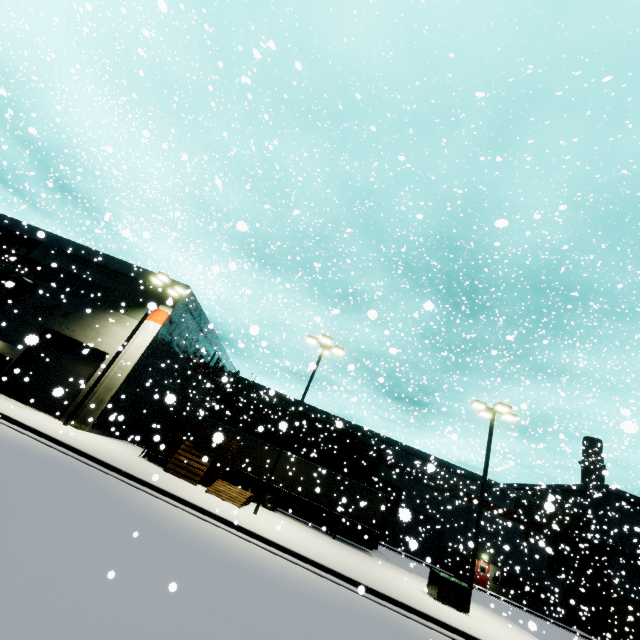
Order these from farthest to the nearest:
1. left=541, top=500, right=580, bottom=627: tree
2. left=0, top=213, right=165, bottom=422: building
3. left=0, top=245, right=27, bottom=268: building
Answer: left=541, top=500, right=580, bottom=627: tree, left=0, top=245, right=27, bottom=268: building, left=0, top=213, right=165, bottom=422: building

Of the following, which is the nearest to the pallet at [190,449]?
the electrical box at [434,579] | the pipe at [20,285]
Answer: the electrical box at [434,579]

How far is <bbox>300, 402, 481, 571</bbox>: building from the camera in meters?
35.3

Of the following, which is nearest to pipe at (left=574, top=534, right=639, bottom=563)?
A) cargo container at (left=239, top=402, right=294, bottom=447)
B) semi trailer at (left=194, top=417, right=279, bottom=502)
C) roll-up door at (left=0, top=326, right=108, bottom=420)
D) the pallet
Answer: semi trailer at (left=194, top=417, right=279, bottom=502)

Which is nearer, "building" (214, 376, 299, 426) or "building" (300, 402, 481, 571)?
"building" (300, 402, 481, 571)

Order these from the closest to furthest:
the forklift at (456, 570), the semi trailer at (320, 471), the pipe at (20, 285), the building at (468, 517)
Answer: the semi trailer at (320, 471), the pipe at (20, 285), the forklift at (456, 570), the building at (468, 517)

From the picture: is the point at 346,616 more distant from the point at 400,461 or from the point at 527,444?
the point at 527,444
